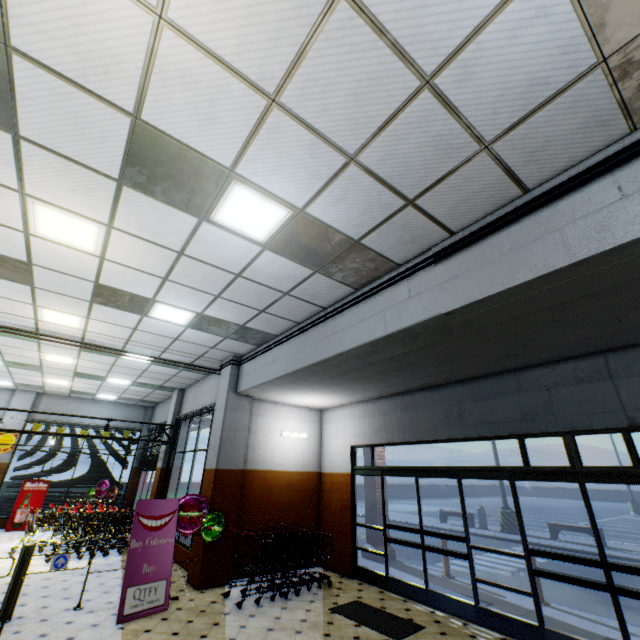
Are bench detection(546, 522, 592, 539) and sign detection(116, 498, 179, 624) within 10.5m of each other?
no

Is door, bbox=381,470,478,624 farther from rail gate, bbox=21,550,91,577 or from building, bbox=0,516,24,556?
rail gate, bbox=21,550,91,577

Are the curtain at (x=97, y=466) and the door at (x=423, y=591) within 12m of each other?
no

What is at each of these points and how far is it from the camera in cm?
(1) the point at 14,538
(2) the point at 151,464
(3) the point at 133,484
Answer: (1) building, 1048
(2) curtain, 1279
(3) building, 1458

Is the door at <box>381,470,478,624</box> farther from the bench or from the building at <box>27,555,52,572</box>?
the bench

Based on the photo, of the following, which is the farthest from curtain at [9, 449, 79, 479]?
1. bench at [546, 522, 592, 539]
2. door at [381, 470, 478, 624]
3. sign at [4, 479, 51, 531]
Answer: bench at [546, 522, 592, 539]

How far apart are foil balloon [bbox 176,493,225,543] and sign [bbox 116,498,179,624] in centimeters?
10cm

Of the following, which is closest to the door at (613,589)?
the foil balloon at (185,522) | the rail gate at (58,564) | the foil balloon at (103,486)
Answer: the foil balloon at (185,522)
